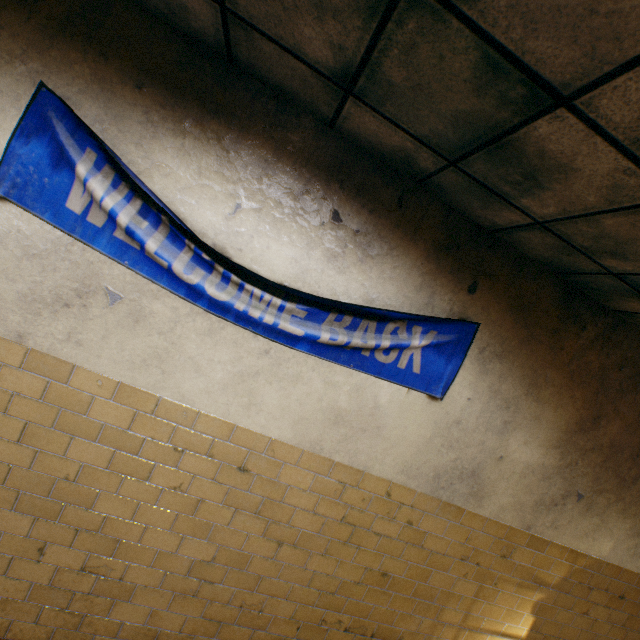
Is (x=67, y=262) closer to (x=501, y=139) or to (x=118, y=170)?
(x=118, y=170)
